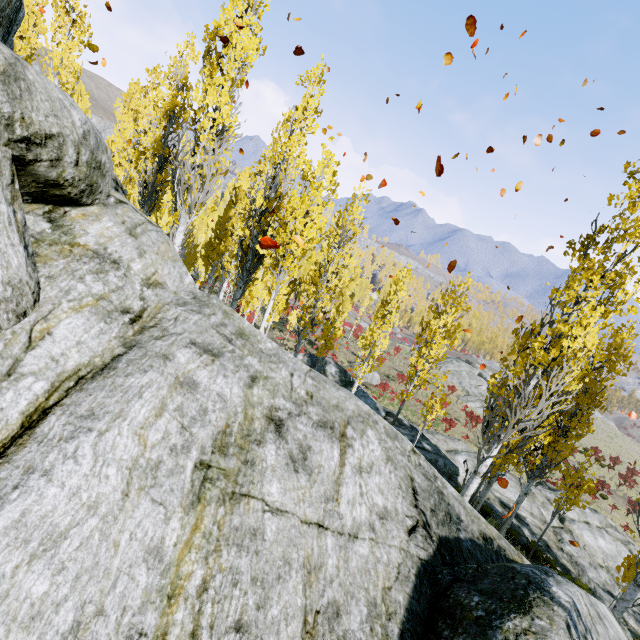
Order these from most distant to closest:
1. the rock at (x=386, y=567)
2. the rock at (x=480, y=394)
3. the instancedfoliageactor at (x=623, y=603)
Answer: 1. the rock at (x=480, y=394)
2. the instancedfoliageactor at (x=623, y=603)
3. the rock at (x=386, y=567)

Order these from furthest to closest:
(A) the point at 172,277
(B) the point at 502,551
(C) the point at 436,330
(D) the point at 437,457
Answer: (D) the point at 437,457 → (C) the point at 436,330 → (B) the point at 502,551 → (A) the point at 172,277

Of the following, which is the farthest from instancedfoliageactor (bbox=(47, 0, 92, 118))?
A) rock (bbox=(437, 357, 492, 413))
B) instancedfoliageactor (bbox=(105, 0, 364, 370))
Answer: rock (bbox=(437, 357, 492, 413))

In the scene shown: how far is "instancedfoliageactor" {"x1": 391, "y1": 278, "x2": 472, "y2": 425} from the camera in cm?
1025

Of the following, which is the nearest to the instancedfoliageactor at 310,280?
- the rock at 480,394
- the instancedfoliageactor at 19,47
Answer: the instancedfoliageactor at 19,47

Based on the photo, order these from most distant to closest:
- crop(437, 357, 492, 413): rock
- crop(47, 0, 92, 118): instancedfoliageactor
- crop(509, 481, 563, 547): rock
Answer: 1. crop(437, 357, 492, 413): rock
2. crop(509, 481, 563, 547): rock
3. crop(47, 0, 92, 118): instancedfoliageactor

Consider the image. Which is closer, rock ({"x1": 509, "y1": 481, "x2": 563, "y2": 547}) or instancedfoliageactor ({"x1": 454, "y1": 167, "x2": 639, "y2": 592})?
instancedfoliageactor ({"x1": 454, "y1": 167, "x2": 639, "y2": 592})

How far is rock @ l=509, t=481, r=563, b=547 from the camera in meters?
15.1 m
